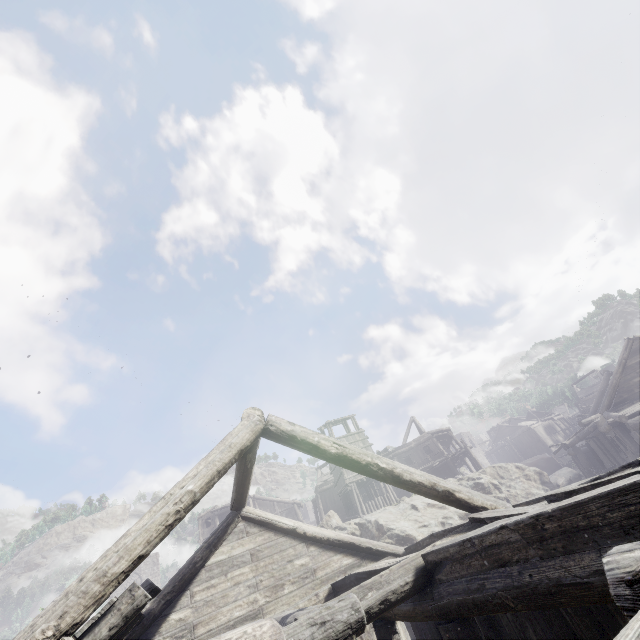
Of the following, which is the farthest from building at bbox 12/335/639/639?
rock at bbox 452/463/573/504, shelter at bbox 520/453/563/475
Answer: shelter at bbox 520/453/563/475

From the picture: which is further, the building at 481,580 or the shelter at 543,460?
the shelter at 543,460

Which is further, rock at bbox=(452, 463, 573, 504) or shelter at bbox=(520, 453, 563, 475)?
shelter at bbox=(520, 453, 563, 475)

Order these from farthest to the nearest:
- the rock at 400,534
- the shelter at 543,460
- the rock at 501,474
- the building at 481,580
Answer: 1. the shelter at 543,460
2. the rock at 501,474
3. the rock at 400,534
4. the building at 481,580

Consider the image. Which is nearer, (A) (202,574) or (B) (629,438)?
(A) (202,574)

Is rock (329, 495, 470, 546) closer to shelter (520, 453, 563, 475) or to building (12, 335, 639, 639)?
building (12, 335, 639, 639)

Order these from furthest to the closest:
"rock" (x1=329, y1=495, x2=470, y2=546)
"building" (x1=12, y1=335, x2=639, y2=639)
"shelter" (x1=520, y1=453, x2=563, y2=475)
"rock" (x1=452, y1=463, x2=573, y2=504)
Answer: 1. "shelter" (x1=520, y1=453, x2=563, y2=475)
2. "rock" (x1=452, y1=463, x2=573, y2=504)
3. "rock" (x1=329, y1=495, x2=470, y2=546)
4. "building" (x1=12, y1=335, x2=639, y2=639)

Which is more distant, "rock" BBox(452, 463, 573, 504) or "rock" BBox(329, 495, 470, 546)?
"rock" BBox(452, 463, 573, 504)
